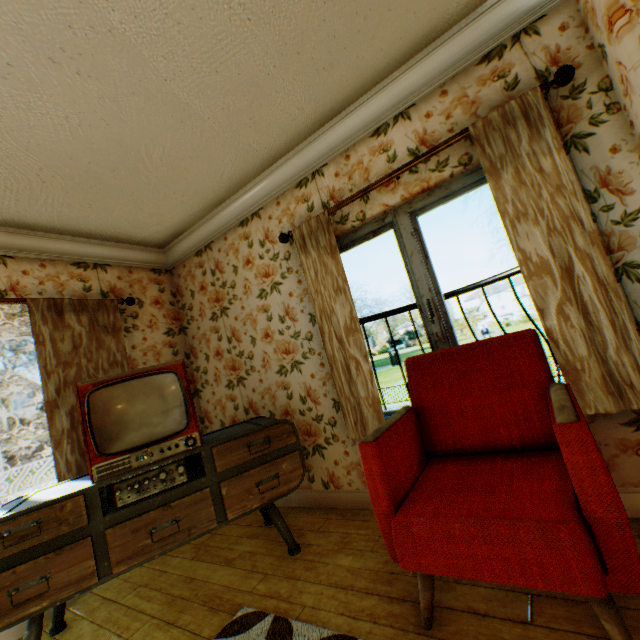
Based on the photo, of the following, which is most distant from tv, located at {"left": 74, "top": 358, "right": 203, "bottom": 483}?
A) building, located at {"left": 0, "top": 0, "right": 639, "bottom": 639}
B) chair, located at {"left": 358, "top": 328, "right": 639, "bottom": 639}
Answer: chair, located at {"left": 358, "top": 328, "right": 639, "bottom": 639}

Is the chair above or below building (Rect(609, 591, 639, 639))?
above

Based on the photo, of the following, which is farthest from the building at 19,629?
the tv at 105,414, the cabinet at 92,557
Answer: the tv at 105,414

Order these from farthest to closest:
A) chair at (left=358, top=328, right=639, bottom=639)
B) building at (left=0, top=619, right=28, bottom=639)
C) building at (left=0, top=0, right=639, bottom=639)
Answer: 1. building at (left=0, top=619, right=28, bottom=639)
2. building at (left=0, top=0, right=639, bottom=639)
3. chair at (left=358, top=328, right=639, bottom=639)

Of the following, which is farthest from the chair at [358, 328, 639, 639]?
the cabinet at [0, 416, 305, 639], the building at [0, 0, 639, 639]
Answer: the cabinet at [0, 416, 305, 639]

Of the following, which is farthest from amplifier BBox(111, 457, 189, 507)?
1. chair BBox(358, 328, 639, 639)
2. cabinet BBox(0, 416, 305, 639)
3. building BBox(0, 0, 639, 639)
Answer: chair BBox(358, 328, 639, 639)

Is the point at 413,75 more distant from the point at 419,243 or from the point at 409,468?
the point at 409,468
